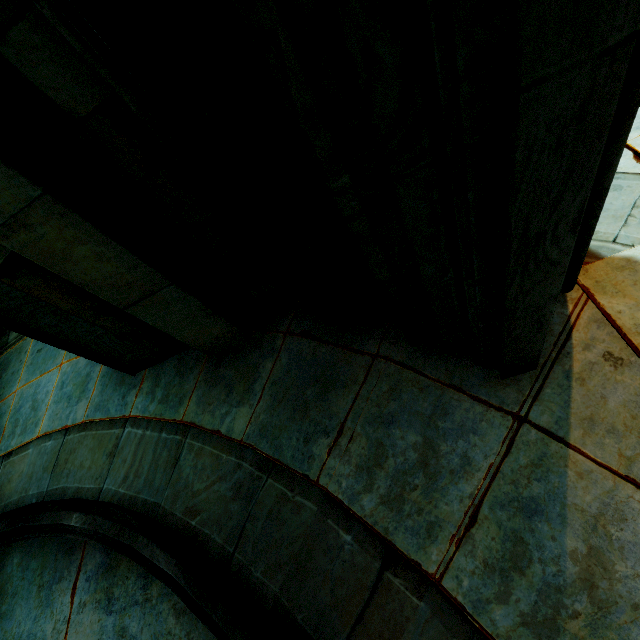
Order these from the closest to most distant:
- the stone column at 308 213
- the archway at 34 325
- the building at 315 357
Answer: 1. the stone column at 308 213
2. the building at 315 357
3. the archway at 34 325

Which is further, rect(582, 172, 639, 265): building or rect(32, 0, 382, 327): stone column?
rect(582, 172, 639, 265): building

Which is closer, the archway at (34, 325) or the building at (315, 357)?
the building at (315, 357)

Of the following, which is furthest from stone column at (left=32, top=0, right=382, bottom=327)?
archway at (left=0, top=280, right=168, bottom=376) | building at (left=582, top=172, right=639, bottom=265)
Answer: archway at (left=0, top=280, right=168, bottom=376)

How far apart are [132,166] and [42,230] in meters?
0.6

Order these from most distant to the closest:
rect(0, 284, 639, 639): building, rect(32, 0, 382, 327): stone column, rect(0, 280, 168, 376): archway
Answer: rect(0, 280, 168, 376): archway → rect(0, 284, 639, 639): building → rect(32, 0, 382, 327): stone column

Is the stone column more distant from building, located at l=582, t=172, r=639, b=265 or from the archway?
the archway

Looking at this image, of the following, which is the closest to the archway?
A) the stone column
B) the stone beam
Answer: the stone beam
